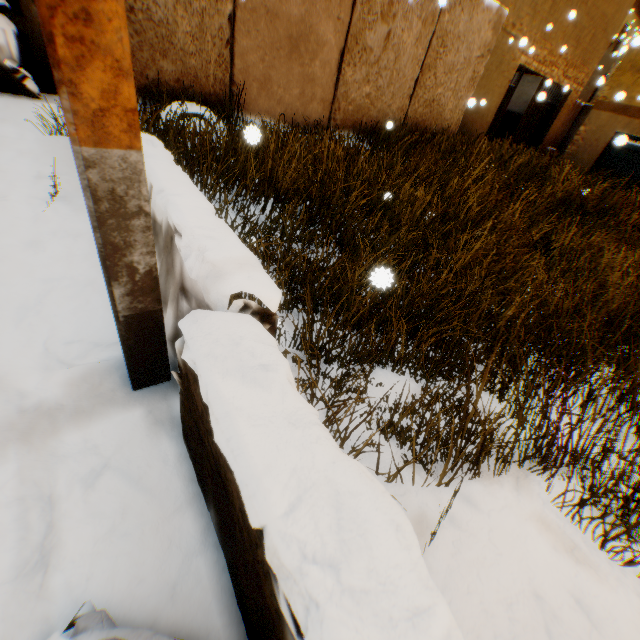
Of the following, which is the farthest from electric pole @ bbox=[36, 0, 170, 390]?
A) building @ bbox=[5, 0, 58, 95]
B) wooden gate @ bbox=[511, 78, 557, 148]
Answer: wooden gate @ bbox=[511, 78, 557, 148]

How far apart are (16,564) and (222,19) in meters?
6.2

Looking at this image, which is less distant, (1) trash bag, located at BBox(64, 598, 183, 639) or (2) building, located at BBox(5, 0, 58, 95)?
(1) trash bag, located at BBox(64, 598, 183, 639)

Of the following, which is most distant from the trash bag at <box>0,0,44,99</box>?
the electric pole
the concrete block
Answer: the electric pole

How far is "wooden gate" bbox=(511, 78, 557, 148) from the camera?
12.8 meters

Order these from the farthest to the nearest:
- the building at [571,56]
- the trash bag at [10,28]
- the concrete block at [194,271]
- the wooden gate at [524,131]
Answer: the wooden gate at [524,131] → the building at [571,56] → the trash bag at [10,28] → the concrete block at [194,271]

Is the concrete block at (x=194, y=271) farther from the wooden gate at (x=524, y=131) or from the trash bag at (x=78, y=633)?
the wooden gate at (x=524, y=131)

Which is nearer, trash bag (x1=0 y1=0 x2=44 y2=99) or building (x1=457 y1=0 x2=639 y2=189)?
trash bag (x1=0 y1=0 x2=44 y2=99)
